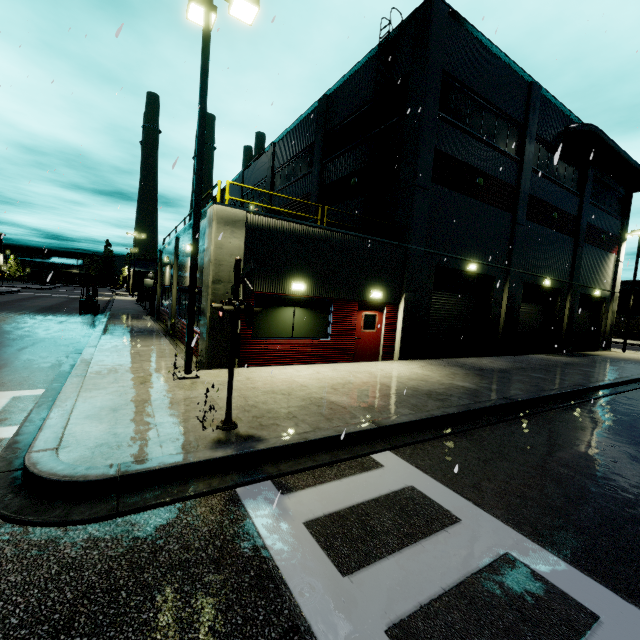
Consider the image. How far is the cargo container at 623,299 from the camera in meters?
54.0

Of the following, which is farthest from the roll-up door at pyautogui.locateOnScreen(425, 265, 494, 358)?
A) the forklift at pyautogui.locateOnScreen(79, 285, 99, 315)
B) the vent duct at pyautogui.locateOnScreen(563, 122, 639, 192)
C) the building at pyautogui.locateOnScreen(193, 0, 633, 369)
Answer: the forklift at pyautogui.locateOnScreen(79, 285, 99, 315)

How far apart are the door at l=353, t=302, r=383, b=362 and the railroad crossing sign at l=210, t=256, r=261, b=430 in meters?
7.3 m

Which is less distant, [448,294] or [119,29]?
[119,29]

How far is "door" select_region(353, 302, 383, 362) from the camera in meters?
12.9

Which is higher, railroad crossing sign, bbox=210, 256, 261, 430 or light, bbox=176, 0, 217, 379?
light, bbox=176, 0, 217, 379

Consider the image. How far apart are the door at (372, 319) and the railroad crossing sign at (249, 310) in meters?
7.3 m

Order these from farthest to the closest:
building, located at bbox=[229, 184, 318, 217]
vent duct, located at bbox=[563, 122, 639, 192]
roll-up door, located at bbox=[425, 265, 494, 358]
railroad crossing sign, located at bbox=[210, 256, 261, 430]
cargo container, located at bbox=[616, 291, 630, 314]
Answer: cargo container, located at bbox=[616, 291, 630, 314]
building, located at bbox=[229, 184, 318, 217]
vent duct, located at bbox=[563, 122, 639, 192]
roll-up door, located at bbox=[425, 265, 494, 358]
railroad crossing sign, located at bbox=[210, 256, 261, 430]
